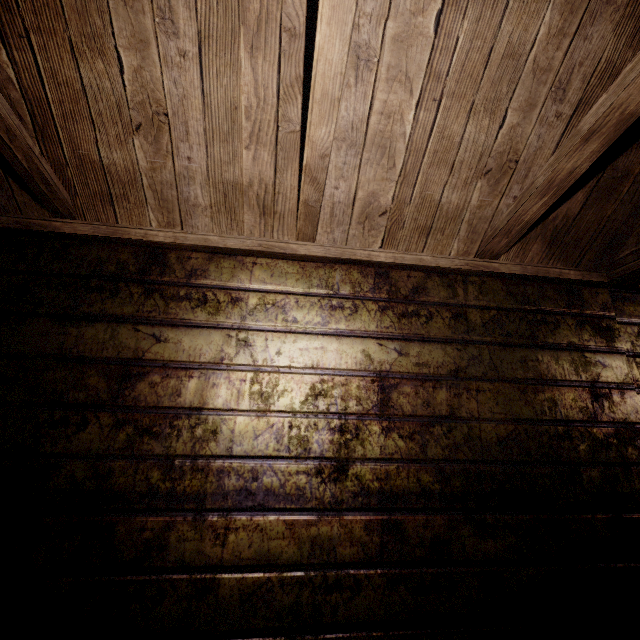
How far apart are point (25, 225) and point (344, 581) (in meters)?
1.94
